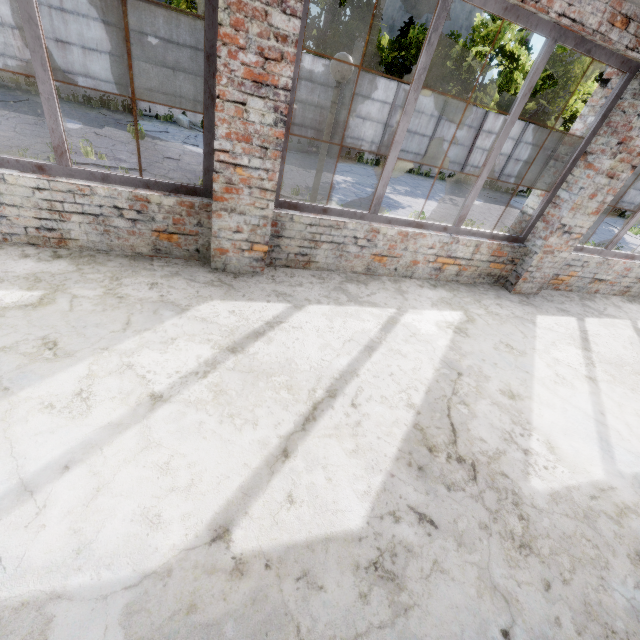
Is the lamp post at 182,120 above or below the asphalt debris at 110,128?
above

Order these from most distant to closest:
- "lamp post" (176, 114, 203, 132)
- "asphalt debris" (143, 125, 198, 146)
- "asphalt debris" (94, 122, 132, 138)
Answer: "lamp post" (176, 114, 203, 132)
"asphalt debris" (143, 125, 198, 146)
"asphalt debris" (94, 122, 132, 138)

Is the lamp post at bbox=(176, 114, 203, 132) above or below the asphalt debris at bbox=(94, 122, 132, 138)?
above

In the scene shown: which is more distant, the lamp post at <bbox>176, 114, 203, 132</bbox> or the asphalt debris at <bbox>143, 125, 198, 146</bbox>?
the lamp post at <bbox>176, 114, 203, 132</bbox>

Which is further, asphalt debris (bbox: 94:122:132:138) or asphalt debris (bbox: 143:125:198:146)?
asphalt debris (bbox: 143:125:198:146)

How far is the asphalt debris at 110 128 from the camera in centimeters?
1050cm

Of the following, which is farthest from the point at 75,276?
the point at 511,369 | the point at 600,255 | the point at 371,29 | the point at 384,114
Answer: the point at 371,29
